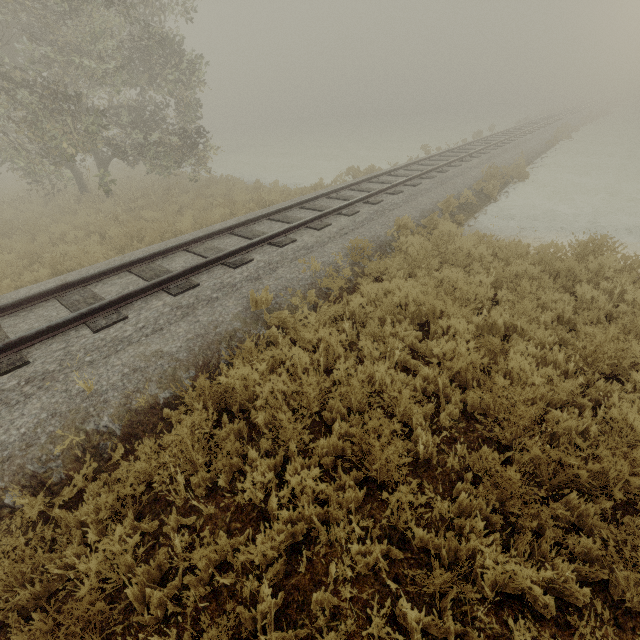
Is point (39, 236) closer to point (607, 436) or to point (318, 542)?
point (318, 542)
